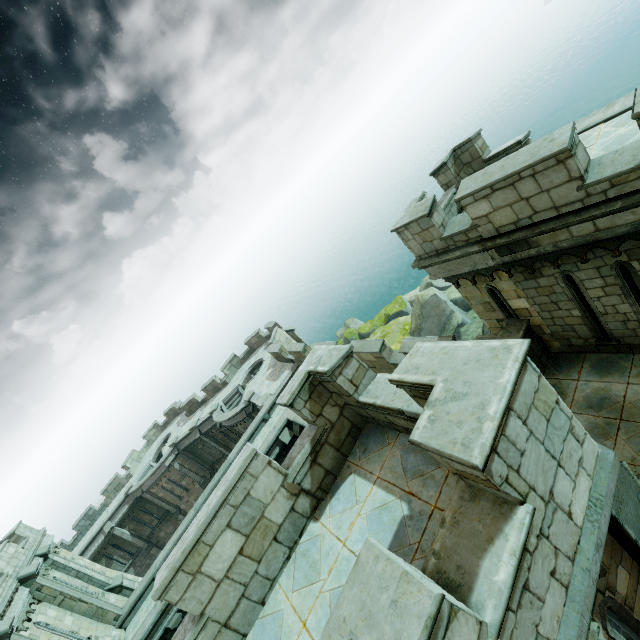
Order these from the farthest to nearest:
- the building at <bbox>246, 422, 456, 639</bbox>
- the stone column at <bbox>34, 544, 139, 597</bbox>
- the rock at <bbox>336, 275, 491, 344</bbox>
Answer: the rock at <bbox>336, 275, 491, 344</bbox> → the stone column at <bbox>34, 544, 139, 597</bbox> → the building at <bbox>246, 422, 456, 639</bbox>

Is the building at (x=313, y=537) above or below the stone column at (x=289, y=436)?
above

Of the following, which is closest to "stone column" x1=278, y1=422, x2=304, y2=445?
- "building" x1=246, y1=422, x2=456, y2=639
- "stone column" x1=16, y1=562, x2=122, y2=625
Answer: Result: "building" x1=246, y1=422, x2=456, y2=639

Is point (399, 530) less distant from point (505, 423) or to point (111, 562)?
point (505, 423)

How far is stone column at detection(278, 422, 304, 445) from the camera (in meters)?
17.44

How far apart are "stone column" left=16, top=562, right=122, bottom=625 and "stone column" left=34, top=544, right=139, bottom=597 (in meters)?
1.85

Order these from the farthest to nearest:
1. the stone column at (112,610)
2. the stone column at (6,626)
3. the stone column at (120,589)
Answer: the stone column at (120,589), the stone column at (112,610), the stone column at (6,626)

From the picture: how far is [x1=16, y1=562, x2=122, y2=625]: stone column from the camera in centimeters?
1498cm
